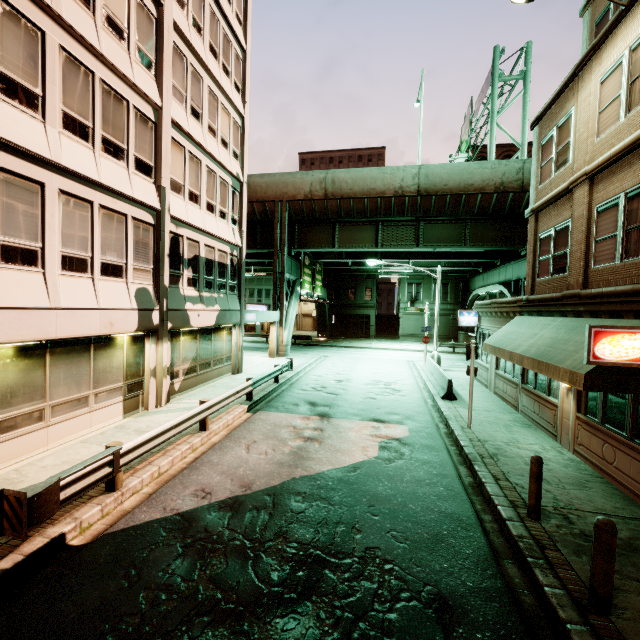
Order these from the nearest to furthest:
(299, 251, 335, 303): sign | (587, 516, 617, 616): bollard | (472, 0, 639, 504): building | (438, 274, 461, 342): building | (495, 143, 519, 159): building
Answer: (587, 516, 617, 616): bollard < (472, 0, 639, 504): building < (299, 251, 335, 303): sign < (495, 143, 519, 159): building < (438, 274, 461, 342): building

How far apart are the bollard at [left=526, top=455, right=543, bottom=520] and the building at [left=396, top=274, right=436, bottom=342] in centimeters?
3881cm

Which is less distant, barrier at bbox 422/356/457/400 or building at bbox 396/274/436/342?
barrier at bbox 422/356/457/400

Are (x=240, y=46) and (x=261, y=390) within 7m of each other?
no

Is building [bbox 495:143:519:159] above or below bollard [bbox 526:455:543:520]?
above

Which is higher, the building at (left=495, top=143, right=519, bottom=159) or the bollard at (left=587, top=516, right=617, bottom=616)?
the building at (left=495, top=143, right=519, bottom=159)

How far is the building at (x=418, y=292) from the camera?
43.8 meters

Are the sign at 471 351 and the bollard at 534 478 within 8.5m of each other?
yes
